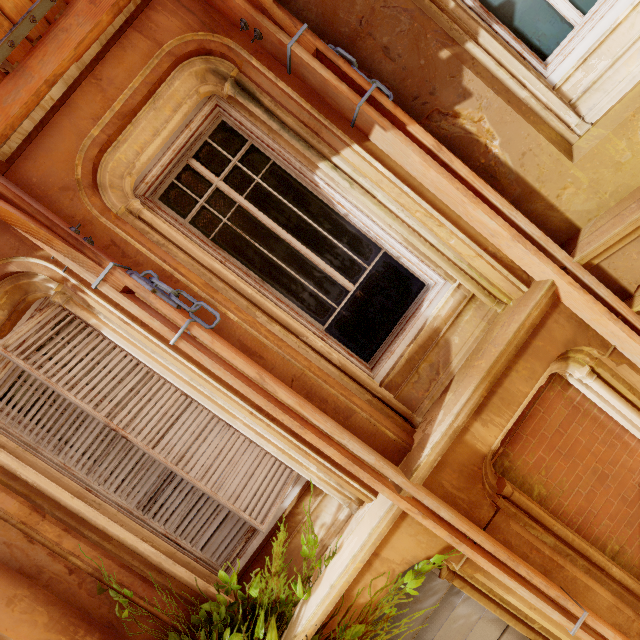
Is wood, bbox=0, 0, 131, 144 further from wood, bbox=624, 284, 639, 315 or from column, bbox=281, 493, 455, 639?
wood, bbox=624, 284, 639, 315

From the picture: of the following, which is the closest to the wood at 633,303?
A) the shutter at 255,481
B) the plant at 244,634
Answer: the plant at 244,634

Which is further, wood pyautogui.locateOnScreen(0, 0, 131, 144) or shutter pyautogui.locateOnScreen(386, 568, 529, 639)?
shutter pyautogui.locateOnScreen(386, 568, 529, 639)

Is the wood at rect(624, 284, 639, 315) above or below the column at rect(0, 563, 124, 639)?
below

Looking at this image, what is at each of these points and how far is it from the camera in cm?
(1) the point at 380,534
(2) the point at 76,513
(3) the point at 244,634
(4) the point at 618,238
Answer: (1) column, 262
(2) window, 260
(3) plant, 249
(4) column, 241

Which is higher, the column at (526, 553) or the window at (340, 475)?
the window at (340, 475)

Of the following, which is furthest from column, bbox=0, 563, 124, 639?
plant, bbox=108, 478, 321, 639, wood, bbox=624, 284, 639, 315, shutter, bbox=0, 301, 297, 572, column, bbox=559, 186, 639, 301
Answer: wood, bbox=624, 284, 639, 315

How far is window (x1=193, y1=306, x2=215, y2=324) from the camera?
2.54m
